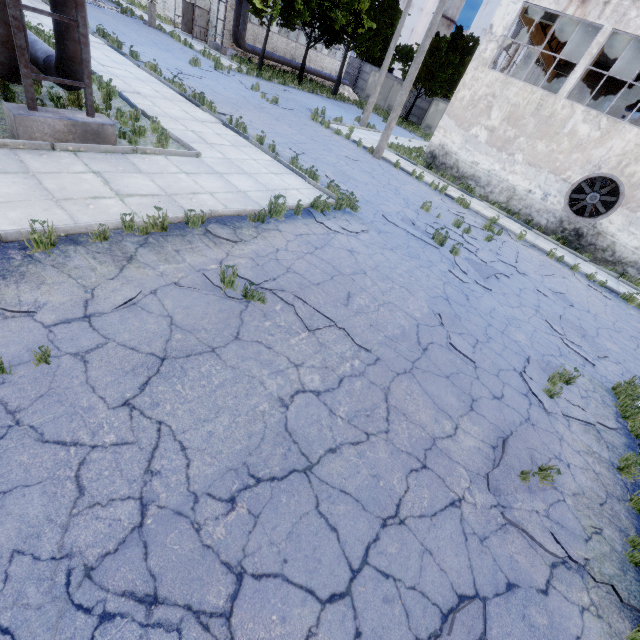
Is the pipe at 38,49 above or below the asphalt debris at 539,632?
above

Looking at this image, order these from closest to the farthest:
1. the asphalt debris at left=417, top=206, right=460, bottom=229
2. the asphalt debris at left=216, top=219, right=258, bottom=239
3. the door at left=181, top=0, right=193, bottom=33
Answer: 1. the asphalt debris at left=216, top=219, right=258, bottom=239
2. the asphalt debris at left=417, top=206, right=460, bottom=229
3. the door at left=181, top=0, right=193, bottom=33

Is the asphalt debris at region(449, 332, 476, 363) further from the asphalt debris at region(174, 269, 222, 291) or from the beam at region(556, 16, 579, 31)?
the beam at region(556, 16, 579, 31)

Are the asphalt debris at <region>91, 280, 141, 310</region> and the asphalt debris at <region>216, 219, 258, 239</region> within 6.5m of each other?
yes

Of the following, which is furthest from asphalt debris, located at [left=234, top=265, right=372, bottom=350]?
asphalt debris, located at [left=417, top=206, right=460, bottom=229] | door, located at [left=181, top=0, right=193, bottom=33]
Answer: door, located at [left=181, top=0, right=193, bottom=33]

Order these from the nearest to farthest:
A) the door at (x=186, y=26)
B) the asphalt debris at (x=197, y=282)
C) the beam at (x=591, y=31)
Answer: the asphalt debris at (x=197, y=282), the beam at (x=591, y=31), the door at (x=186, y=26)

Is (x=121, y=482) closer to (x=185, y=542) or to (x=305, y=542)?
(x=185, y=542)

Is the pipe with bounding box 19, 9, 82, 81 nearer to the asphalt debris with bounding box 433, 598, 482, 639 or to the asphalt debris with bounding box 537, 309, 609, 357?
the asphalt debris with bounding box 433, 598, 482, 639
